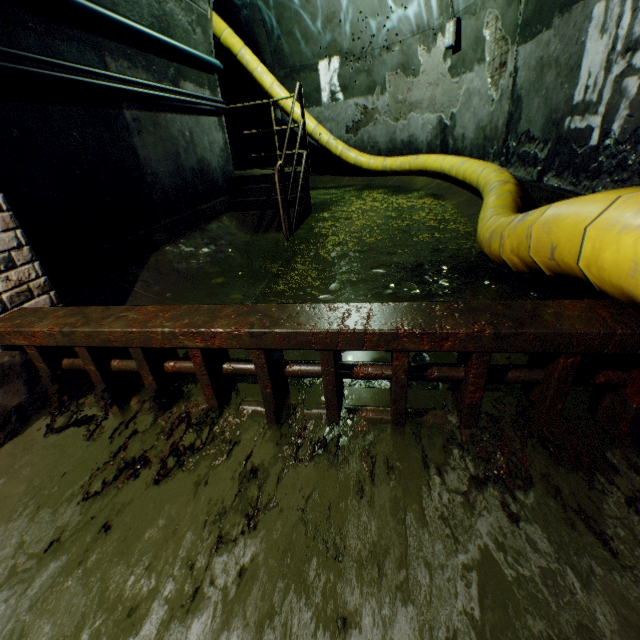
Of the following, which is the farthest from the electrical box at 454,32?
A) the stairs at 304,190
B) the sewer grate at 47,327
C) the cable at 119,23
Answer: the sewer grate at 47,327

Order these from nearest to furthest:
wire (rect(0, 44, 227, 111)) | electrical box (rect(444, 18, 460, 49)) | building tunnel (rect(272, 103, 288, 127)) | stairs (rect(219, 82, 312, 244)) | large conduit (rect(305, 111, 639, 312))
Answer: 1. large conduit (rect(305, 111, 639, 312))
2. wire (rect(0, 44, 227, 111))
3. stairs (rect(219, 82, 312, 244))
4. electrical box (rect(444, 18, 460, 49))
5. building tunnel (rect(272, 103, 288, 127))

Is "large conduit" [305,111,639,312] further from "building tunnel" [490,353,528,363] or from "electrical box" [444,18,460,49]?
"electrical box" [444,18,460,49]

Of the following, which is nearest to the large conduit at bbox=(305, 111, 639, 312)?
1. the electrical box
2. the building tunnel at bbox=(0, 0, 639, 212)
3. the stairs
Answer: the building tunnel at bbox=(0, 0, 639, 212)

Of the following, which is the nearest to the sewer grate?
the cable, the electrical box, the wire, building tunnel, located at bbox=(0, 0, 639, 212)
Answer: building tunnel, located at bbox=(0, 0, 639, 212)

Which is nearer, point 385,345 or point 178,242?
point 385,345

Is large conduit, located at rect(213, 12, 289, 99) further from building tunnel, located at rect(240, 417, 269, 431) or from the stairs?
the stairs

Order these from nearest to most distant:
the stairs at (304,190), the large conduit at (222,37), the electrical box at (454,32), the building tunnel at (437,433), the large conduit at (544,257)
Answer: the large conduit at (544,257) → the building tunnel at (437,433) → the stairs at (304,190) → the electrical box at (454,32) → the large conduit at (222,37)
